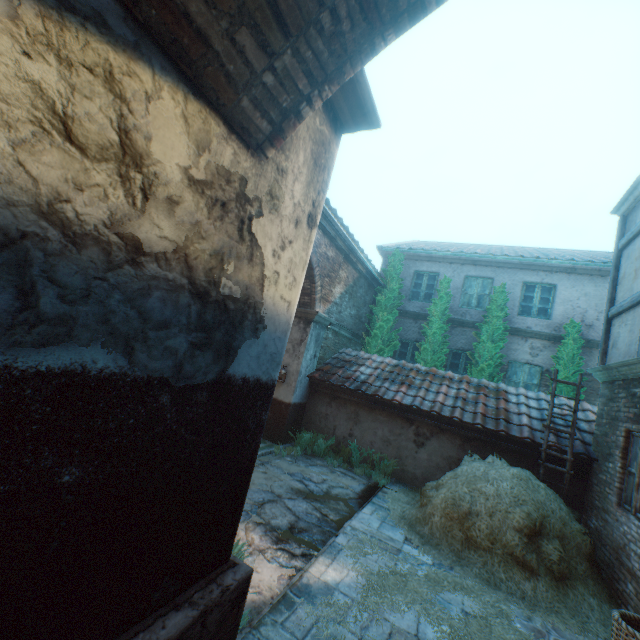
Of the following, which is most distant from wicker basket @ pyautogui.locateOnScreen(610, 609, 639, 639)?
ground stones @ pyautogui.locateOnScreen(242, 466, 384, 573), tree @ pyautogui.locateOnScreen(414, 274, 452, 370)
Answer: tree @ pyautogui.locateOnScreen(414, 274, 452, 370)

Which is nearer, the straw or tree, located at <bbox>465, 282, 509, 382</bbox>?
the straw

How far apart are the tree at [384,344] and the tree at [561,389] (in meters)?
4.83

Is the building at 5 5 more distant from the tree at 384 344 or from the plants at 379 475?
the tree at 384 344

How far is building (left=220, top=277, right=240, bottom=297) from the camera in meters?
1.9

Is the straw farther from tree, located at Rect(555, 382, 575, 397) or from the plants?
tree, located at Rect(555, 382, 575, 397)

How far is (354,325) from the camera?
12.7 meters

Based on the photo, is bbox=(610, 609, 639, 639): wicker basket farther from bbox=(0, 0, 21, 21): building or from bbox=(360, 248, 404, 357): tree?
bbox=(360, 248, 404, 357): tree
